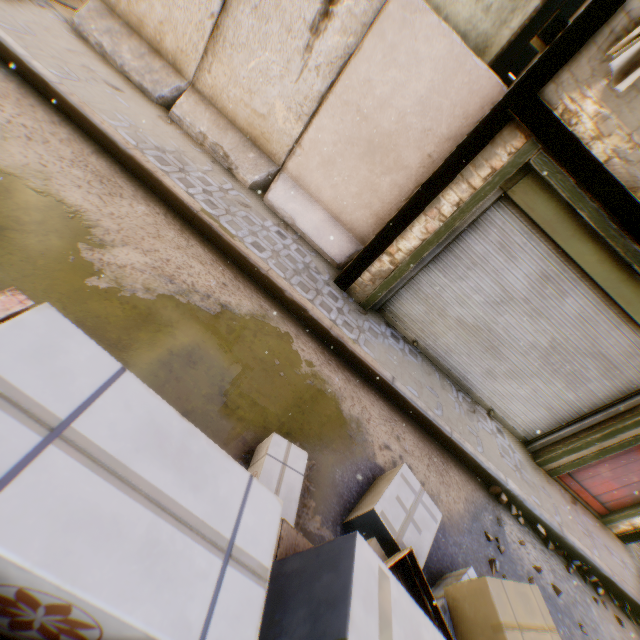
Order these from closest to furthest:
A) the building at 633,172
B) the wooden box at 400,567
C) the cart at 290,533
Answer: the cart at 290,533 → the wooden box at 400,567 → the building at 633,172

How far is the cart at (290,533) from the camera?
1.1m

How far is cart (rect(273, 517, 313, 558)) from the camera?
1.1m

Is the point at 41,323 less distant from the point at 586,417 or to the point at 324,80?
the point at 324,80

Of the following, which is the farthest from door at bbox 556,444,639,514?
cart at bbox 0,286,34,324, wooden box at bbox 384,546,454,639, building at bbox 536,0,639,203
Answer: wooden box at bbox 384,546,454,639

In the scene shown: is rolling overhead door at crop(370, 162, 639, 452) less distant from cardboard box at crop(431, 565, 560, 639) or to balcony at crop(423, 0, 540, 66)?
cardboard box at crop(431, 565, 560, 639)

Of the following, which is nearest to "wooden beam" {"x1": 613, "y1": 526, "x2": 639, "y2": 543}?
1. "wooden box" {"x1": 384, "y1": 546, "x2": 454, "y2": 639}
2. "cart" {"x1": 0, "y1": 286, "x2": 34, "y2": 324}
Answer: "cart" {"x1": 0, "y1": 286, "x2": 34, "y2": 324}

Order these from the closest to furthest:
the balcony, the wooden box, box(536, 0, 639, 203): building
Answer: the wooden box → box(536, 0, 639, 203): building → the balcony
